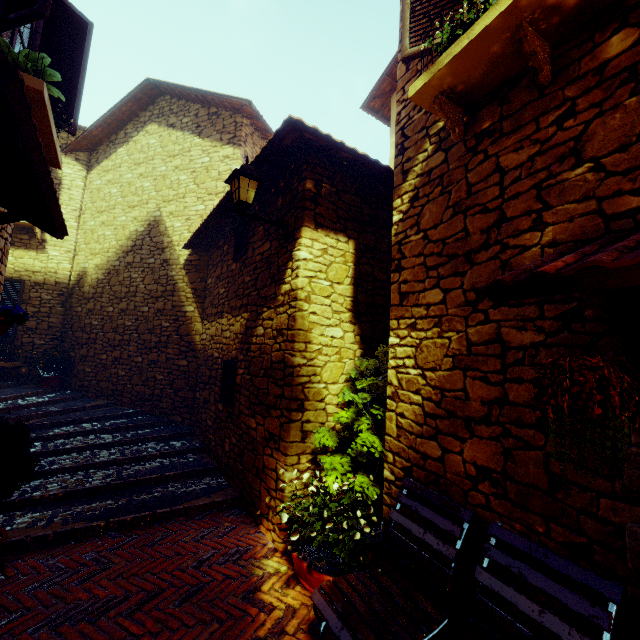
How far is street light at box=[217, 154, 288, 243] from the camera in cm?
369

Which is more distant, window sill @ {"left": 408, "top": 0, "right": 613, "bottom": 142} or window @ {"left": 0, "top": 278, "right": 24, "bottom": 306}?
window @ {"left": 0, "top": 278, "right": 24, "bottom": 306}

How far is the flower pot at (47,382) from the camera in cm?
827

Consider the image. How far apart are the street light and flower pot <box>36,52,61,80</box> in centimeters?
169cm

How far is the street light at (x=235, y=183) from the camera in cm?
369

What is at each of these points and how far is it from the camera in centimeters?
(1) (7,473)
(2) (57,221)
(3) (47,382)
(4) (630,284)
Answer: (1) potted tree, 272cm
(2) door eaves, 293cm
(3) flower pot, 829cm
(4) door eaves, 111cm

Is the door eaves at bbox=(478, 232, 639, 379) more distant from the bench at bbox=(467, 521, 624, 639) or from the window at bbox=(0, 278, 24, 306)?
the window at bbox=(0, 278, 24, 306)

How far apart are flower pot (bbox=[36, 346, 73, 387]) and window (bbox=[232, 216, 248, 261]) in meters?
6.4
